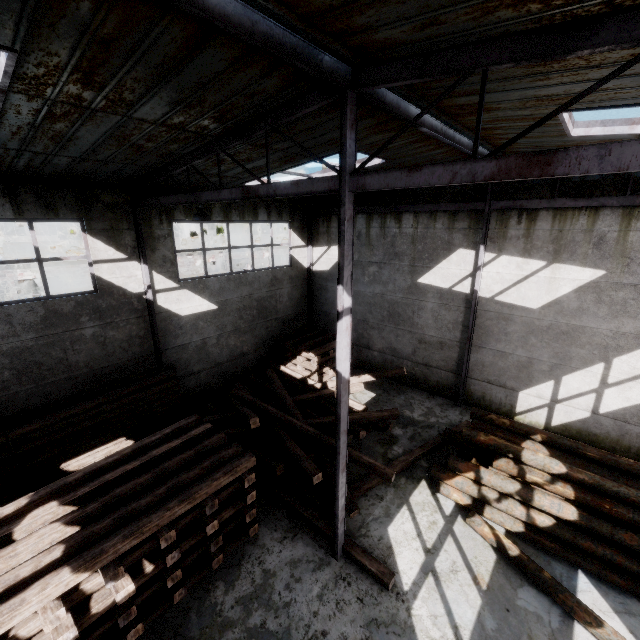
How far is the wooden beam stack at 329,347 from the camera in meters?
13.4 m

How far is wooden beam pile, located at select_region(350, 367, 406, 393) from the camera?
10.29m

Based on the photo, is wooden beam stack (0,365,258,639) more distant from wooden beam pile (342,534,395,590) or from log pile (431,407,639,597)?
log pile (431,407,639,597)

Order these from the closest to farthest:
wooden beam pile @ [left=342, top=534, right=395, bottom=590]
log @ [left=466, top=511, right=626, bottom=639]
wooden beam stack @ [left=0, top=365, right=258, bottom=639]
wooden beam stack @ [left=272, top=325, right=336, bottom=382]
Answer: wooden beam stack @ [left=0, top=365, right=258, bottom=639] → log @ [left=466, top=511, right=626, bottom=639] → wooden beam pile @ [left=342, top=534, right=395, bottom=590] → wooden beam stack @ [left=272, top=325, right=336, bottom=382]

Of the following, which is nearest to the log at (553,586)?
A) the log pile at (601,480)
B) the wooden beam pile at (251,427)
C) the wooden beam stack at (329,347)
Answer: the log pile at (601,480)

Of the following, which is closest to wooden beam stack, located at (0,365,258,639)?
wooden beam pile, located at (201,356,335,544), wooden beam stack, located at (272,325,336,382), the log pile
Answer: wooden beam pile, located at (201,356,335,544)

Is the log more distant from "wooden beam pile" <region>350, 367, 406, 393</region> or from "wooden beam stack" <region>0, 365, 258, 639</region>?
"wooden beam stack" <region>0, 365, 258, 639</region>

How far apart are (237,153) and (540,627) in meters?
11.1 m
